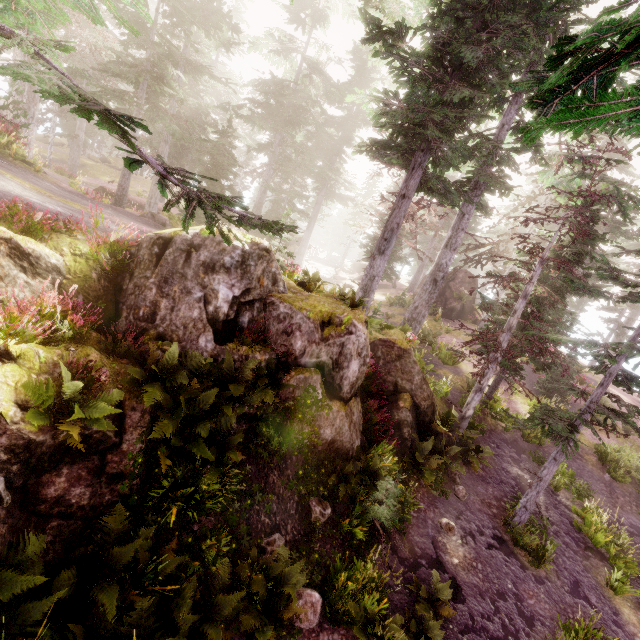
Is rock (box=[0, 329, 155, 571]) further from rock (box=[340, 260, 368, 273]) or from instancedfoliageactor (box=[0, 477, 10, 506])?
rock (box=[340, 260, 368, 273])

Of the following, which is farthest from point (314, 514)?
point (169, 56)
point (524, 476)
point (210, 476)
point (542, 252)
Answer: point (169, 56)

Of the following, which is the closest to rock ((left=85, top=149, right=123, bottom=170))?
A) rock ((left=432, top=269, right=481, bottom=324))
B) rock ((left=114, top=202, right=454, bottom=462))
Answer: rock ((left=114, top=202, right=454, bottom=462))

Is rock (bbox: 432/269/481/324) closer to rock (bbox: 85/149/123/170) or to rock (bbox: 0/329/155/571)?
rock (bbox: 0/329/155/571)

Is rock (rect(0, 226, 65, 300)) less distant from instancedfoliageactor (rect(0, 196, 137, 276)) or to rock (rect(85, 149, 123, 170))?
instancedfoliageactor (rect(0, 196, 137, 276))

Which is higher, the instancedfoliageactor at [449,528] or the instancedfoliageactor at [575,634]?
the instancedfoliageactor at [449,528]

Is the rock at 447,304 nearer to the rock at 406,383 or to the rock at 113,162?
the rock at 406,383
